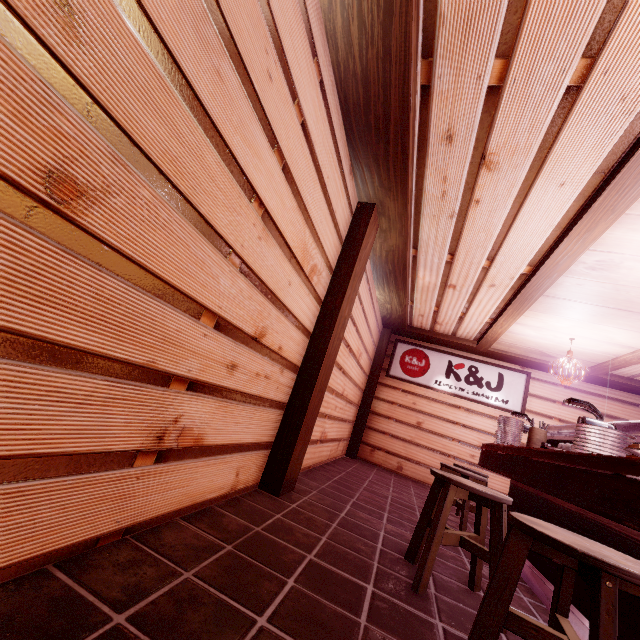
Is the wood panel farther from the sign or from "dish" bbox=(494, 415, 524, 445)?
"dish" bbox=(494, 415, 524, 445)

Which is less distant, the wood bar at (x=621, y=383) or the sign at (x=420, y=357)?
the wood bar at (x=621, y=383)

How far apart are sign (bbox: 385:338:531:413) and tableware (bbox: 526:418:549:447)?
5.5 meters

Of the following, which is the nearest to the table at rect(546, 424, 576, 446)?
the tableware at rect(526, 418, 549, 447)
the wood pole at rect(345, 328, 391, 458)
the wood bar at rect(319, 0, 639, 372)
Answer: the tableware at rect(526, 418, 549, 447)

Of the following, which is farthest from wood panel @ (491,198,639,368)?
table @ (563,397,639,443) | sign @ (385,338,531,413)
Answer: table @ (563,397,639,443)

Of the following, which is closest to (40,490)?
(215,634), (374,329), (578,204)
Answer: (215,634)

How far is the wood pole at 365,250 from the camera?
4.84m

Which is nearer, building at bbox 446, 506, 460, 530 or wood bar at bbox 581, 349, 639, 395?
building at bbox 446, 506, 460, 530
